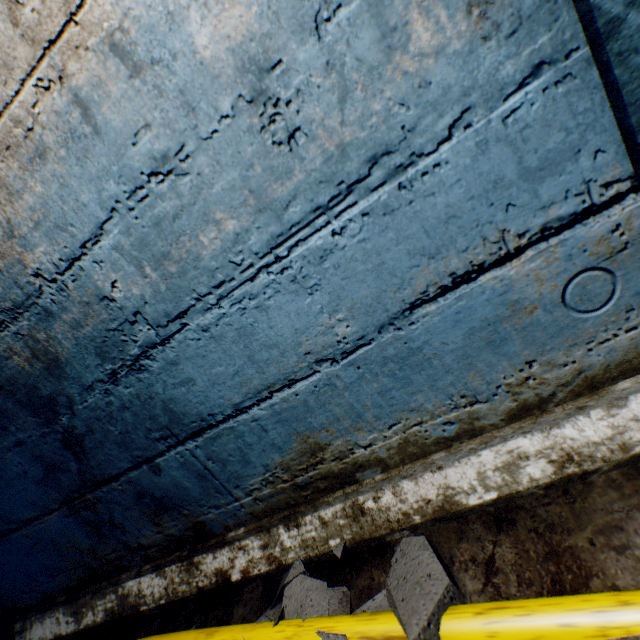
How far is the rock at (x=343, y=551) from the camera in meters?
1.1

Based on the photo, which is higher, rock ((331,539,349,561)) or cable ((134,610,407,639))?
cable ((134,610,407,639))

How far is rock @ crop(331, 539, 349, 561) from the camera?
1.1m

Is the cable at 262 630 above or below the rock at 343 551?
above

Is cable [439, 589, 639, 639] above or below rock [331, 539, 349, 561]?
above

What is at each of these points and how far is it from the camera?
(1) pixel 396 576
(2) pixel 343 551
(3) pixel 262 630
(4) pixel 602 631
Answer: (1) rock, 0.92m
(2) rock, 1.07m
(3) cable, 0.99m
(4) cable, 0.60m
